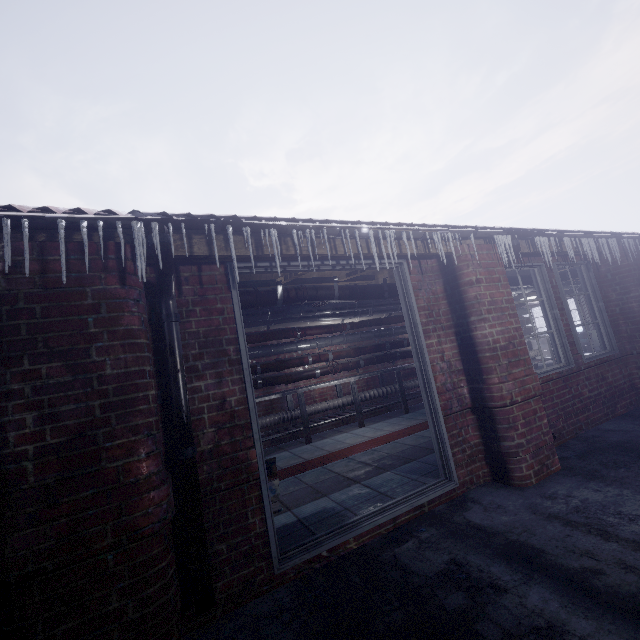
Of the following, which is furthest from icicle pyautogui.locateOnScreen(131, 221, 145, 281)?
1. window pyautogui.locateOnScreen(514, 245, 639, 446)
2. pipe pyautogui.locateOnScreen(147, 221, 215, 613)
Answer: window pyautogui.locateOnScreen(514, 245, 639, 446)

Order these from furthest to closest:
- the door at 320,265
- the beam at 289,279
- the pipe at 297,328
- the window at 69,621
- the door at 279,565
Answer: the beam at 289,279
the pipe at 297,328
the door at 320,265
the door at 279,565
the window at 69,621

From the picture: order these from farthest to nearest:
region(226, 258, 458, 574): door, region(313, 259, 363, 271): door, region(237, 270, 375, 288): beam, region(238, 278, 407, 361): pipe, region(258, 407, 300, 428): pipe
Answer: region(258, 407, 300, 428): pipe
region(237, 270, 375, 288): beam
region(238, 278, 407, 361): pipe
region(313, 259, 363, 271): door
region(226, 258, 458, 574): door

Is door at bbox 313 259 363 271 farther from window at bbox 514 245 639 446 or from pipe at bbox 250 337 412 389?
pipe at bbox 250 337 412 389

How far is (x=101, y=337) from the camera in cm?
159

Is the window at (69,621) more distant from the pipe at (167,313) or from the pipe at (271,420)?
the pipe at (271,420)

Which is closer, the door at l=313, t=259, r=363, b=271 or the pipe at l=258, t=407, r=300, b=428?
the door at l=313, t=259, r=363, b=271

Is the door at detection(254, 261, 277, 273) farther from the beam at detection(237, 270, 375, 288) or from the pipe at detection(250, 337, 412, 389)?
the pipe at detection(250, 337, 412, 389)
